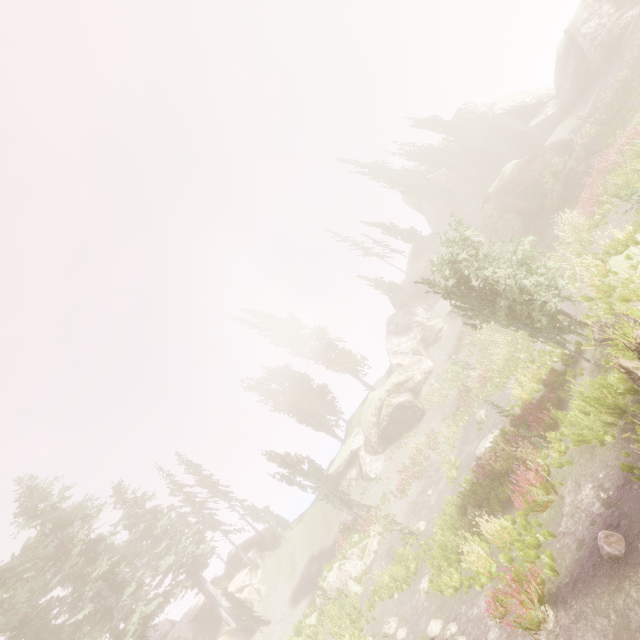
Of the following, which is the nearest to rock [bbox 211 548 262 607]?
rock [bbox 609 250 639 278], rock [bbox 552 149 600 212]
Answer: rock [bbox 609 250 639 278]

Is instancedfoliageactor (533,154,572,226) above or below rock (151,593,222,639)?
below

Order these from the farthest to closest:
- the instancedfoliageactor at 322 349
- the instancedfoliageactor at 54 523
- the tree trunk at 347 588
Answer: the instancedfoliageactor at 322 349, the tree trunk at 347 588, the instancedfoliageactor at 54 523

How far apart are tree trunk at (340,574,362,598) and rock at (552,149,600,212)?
29.40m

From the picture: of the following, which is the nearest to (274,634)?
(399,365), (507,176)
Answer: (399,365)

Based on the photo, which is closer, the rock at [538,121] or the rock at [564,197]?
the rock at [564,197]

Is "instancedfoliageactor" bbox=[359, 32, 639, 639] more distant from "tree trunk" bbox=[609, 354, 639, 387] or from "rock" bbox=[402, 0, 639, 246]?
"tree trunk" bbox=[609, 354, 639, 387]

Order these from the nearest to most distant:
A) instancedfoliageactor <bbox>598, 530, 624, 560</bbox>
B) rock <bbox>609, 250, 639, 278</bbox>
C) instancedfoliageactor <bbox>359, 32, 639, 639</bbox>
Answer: instancedfoliageactor <bbox>598, 530, 624, 560</bbox>
instancedfoliageactor <bbox>359, 32, 639, 639</bbox>
rock <bbox>609, 250, 639, 278</bbox>
